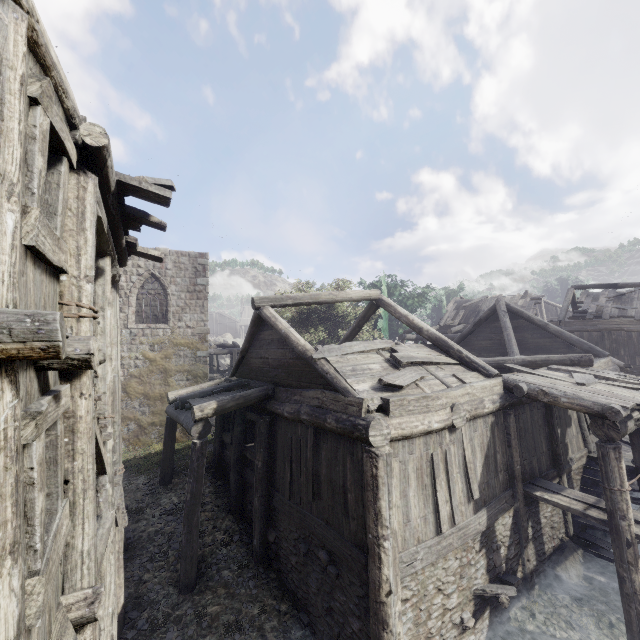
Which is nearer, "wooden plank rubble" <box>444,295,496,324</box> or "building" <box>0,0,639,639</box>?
"building" <box>0,0,639,639</box>

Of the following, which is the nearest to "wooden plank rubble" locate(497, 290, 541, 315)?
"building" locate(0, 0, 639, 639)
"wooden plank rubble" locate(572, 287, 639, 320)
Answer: "building" locate(0, 0, 639, 639)

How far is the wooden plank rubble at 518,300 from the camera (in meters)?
26.39

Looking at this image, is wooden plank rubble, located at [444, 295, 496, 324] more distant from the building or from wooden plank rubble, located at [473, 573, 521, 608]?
wooden plank rubble, located at [473, 573, 521, 608]

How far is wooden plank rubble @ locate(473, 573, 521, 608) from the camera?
6.86m

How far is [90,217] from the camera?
4.2m

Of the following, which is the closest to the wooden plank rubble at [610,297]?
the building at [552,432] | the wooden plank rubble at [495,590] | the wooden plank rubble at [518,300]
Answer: the building at [552,432]

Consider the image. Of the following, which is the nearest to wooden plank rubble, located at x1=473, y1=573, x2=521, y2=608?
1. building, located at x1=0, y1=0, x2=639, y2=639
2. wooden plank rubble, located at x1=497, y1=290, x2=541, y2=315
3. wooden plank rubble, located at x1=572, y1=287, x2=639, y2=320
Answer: building, located at x1=0, y1=0, x2=639, y2=639
